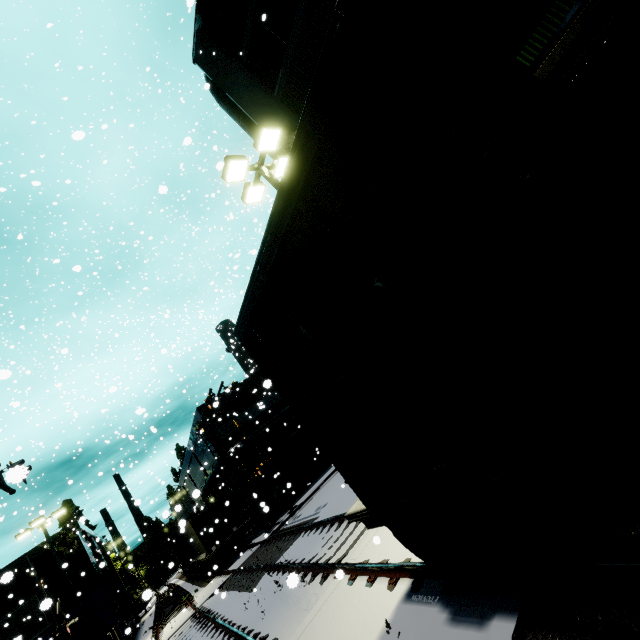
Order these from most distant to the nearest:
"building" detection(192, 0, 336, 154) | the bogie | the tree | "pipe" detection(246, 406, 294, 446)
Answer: the tree
"pipe" detection(246, 406, 294, 446)
"building" detection(192, 0, 336, 154)
the bogie

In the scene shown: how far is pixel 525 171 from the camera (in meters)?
1.94

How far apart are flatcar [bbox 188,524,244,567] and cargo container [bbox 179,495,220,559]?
0.0m

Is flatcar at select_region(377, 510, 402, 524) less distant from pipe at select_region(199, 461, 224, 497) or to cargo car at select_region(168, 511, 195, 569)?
cargo car at select_region(168, 511, 195, 569)

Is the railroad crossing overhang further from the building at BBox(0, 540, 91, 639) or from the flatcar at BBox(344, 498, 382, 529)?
the flatcar at BBox(344, 498, 382, 529)

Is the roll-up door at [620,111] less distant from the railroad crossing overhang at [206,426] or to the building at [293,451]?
the building at [293,451]

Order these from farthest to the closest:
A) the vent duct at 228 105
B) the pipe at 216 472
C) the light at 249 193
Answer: the pipe at 216 472 → the vent duct at 228 105 → the light at 249 193

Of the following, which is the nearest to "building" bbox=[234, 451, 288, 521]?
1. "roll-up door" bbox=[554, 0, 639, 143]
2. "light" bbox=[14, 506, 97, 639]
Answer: "roll-up door" bbox=[554, 0, 639, 143]
